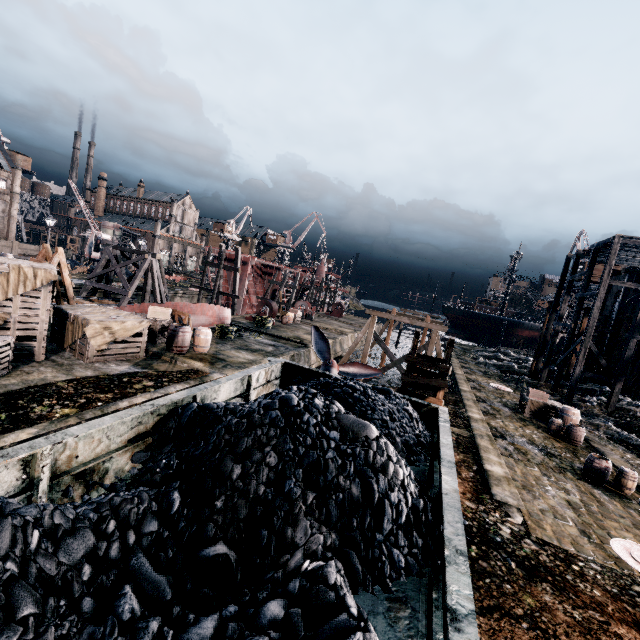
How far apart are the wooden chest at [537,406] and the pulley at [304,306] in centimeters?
2742cm

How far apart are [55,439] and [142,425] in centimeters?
137cm

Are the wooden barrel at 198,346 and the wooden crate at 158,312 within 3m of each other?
yes

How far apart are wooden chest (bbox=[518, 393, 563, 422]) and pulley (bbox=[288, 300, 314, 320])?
27.4 meters

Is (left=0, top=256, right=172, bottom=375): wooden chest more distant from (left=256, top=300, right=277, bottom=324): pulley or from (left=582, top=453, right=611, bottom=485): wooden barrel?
(left=582, top=453, right=611, bottom=485): wooden barrel

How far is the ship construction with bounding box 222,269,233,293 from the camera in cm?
4545

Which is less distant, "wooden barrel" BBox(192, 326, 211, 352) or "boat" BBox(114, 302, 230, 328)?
"wooden barrel" BBox(192, 326, 211, 352)

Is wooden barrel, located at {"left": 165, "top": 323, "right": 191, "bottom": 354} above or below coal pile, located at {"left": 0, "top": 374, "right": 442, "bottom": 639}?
below
